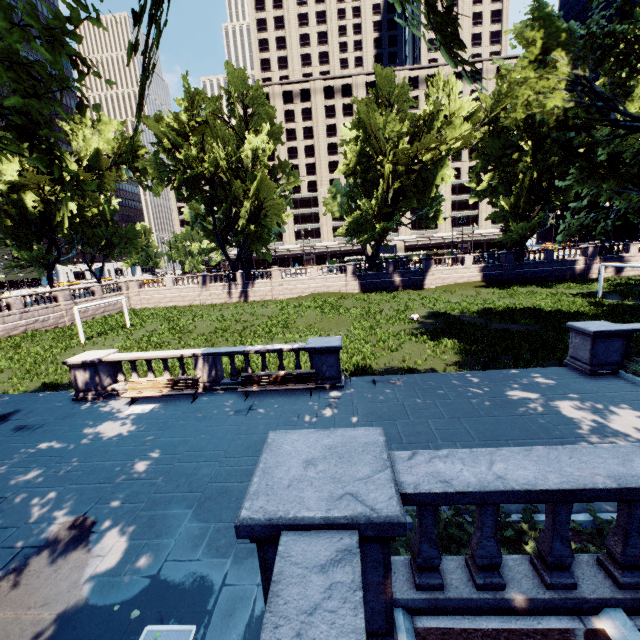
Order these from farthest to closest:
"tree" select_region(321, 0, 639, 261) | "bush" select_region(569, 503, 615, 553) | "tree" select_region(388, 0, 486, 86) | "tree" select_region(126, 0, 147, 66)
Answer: "tree" select_region(321, 0, 639, 261)
"bush" select_region(569, 503, 615, 553)
"tree" select_region(388, 0, 486, 86)
"tree" select_region(126, 0, 147, 66)

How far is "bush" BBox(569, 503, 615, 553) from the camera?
4.9m

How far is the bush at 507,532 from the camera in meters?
5.2 m

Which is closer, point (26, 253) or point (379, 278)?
point (26, 253)

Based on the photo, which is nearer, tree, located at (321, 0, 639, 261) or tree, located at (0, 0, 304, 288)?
tree, located at (0, 0, 304, 288)

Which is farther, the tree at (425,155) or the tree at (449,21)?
the tree at (425,155)
